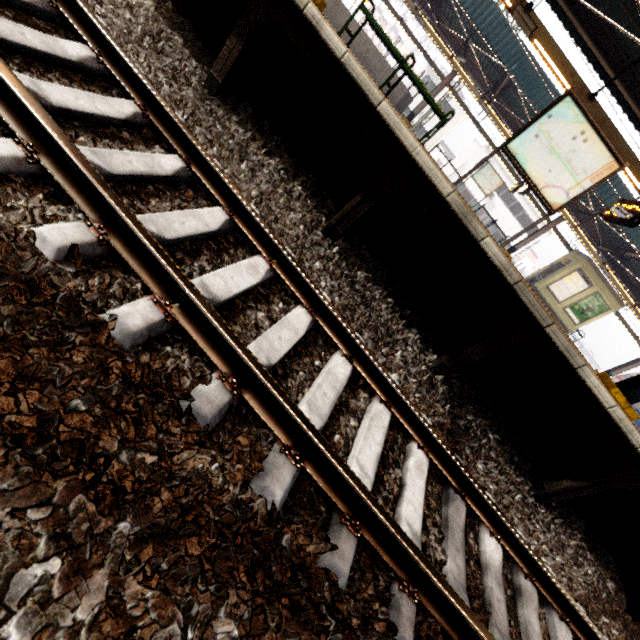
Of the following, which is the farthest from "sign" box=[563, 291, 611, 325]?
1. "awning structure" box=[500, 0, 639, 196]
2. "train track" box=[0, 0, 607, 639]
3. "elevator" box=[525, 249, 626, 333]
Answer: "train track" box=[0, 0, 607, 639]

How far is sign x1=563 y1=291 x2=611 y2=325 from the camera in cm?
1756

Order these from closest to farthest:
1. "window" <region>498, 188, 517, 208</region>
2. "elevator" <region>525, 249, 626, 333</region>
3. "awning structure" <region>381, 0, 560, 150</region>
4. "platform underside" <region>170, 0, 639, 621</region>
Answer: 1. "platform underside" <region>170, 0, 639, 621</region>
2. "awning structure" <region>381, 0, 560, 150</region>
3. "elevator" <region>525, 249, 626, 333</region>
4. "window" <region>498, 188, 517, 208</region>

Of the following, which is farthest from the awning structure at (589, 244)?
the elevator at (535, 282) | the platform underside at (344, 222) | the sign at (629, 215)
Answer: the platform underside at (344, 222)

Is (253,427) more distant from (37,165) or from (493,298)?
(493,298)

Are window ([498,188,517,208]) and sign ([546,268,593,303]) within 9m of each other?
no

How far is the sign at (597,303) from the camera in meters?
17.6 m

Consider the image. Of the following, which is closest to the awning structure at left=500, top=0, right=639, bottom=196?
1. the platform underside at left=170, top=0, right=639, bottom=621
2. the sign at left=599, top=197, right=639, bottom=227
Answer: the sign at left=599, top=197, right=639, bottom=227
